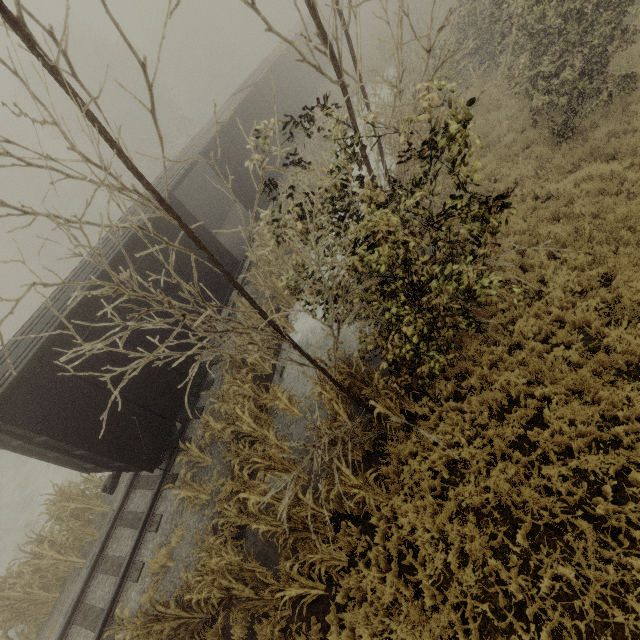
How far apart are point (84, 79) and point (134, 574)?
43.67m

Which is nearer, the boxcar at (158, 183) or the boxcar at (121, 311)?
the boxcar at (121, 311)

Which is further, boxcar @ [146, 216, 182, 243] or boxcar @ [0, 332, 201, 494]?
boxcar @ [146, 216, 182, 243]

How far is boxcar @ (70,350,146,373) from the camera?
7.4 meters

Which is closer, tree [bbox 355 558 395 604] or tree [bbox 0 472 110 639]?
tree [bbox 355 558 395 604]

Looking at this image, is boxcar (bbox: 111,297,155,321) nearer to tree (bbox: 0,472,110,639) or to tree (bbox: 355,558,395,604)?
tree (bbox: 0,472,110,639)

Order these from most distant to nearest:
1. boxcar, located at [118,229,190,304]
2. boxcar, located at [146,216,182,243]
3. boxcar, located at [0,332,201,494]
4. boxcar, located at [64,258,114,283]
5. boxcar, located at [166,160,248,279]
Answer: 1. boxcar, located at [166,160,248,279]
2. boxcar, located at [146,216,182,243]
3. boxcar, located at [118,229,190,304]
4. boxcar, located at [64,258,114,283]
5. boxcar, located at [0,332,201,494]
